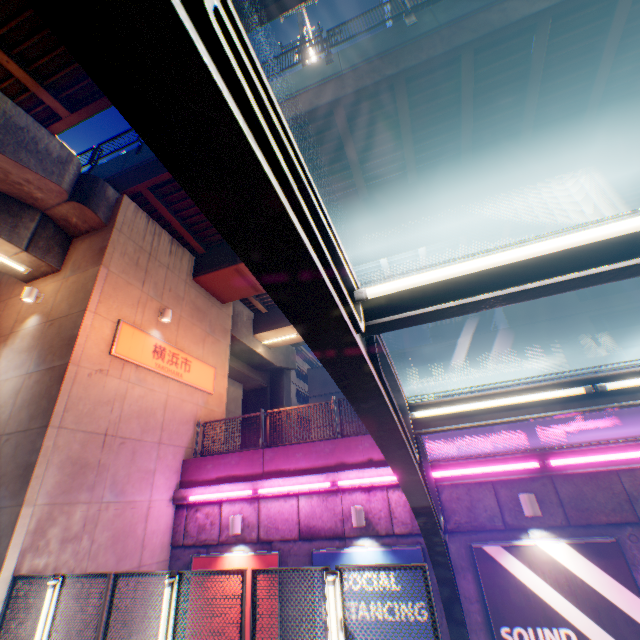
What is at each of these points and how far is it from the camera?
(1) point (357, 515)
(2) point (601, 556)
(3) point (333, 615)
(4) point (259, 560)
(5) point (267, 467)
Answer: (1) street lamp, 7.59m
(2) billboard, 6.14m
(3) street lamp, 3.93m
(4) billboard, 8.17m
(5) concrete block, 9.32m

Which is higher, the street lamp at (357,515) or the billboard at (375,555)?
the street lamp at (357,515)

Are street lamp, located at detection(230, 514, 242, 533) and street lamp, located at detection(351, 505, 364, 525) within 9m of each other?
yes

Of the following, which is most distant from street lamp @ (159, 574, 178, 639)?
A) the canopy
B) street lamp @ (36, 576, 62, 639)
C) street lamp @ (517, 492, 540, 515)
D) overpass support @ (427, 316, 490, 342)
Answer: overpass support @ (427, 316, 490, 342)

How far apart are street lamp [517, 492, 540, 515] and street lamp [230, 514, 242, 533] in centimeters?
680cm

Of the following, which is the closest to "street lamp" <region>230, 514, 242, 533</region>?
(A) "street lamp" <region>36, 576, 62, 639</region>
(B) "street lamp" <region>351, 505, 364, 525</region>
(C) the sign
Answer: A: (B) "street lamp" <region>351, 505, 364, 525</region>

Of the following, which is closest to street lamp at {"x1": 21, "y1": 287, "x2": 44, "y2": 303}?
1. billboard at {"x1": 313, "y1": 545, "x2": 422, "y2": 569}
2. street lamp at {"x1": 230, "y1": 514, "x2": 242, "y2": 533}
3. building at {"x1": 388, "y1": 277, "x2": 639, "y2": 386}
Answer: street lamp at {"x1": 230, "y1": 514, "x2": 242, "y2": 533}

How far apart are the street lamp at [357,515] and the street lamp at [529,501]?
3.4m
